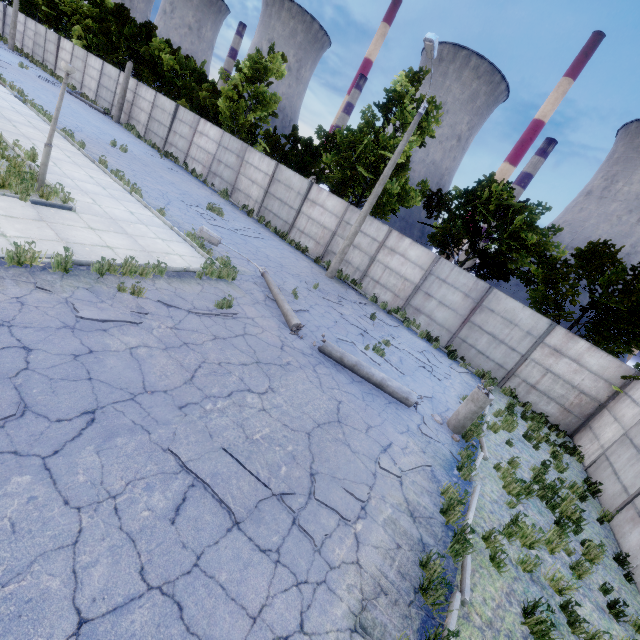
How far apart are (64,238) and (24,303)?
3.06m

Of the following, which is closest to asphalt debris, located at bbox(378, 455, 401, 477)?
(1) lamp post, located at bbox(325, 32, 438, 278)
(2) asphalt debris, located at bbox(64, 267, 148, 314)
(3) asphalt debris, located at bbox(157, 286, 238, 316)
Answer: (3) asphalt debris, located at bbox(157, 286, 238, 316)

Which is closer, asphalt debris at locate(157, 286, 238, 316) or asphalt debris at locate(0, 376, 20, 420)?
asphalt debris at locate(0, 376, 20, 420)

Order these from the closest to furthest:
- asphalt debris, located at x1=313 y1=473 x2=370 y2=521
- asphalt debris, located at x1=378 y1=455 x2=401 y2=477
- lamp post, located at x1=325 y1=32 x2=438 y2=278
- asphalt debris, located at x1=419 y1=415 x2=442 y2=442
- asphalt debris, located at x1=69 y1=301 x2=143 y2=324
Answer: asphalt debris, located at x1=313 y1=473 x2=370 y2=521 → asphalt debris, located at x1=69 y1=301 x2=143 y2=324 → asphalt debris, located at x1=378 y1=455 x2=401 y2=477 → asphalt debris, located at x1=419 y1=415 x2=442 y2=442 → lamp post, located at x1=325 y1=32 x2=438 y2=278

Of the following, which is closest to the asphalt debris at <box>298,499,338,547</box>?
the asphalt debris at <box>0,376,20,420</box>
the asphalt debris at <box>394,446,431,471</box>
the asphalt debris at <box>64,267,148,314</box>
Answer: the asphalt debris at <box>394,446,431,471</box>

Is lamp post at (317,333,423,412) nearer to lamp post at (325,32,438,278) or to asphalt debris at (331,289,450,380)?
asphalt debris at (331,289,450,380)

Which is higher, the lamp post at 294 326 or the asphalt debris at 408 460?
the lamp post at 294 326

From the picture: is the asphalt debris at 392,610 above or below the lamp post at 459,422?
below
